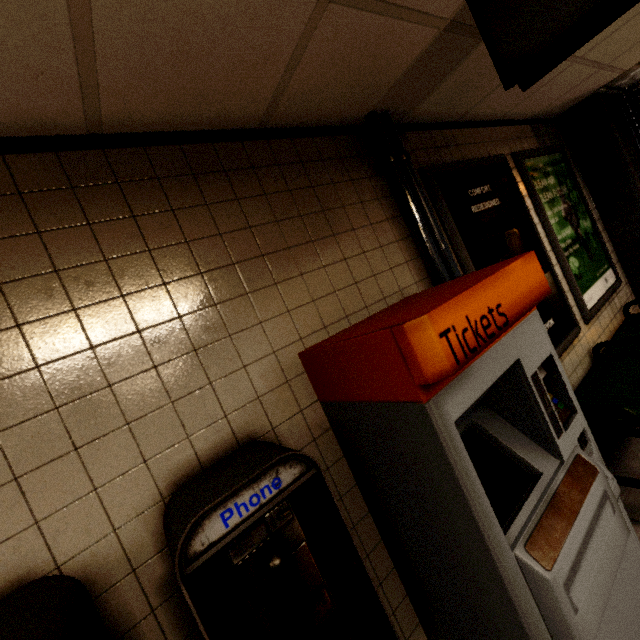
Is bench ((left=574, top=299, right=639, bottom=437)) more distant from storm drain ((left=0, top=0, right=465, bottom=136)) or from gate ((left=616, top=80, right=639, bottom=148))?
storm drain ((left=0, top=0, right=465, bottom=136))

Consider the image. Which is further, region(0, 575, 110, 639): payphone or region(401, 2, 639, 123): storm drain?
region(401, 2, 639, 123): storm drain

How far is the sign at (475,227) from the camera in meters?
2.3 m

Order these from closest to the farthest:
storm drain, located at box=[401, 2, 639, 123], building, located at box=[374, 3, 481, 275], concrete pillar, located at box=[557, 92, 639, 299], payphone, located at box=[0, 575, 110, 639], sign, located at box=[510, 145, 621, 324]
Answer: payphone, located at box=[0, 575, 110, 639] → building, located at box=[374, 3, 481, 275] → storm drain, located at box=[401, 2, 639, 123] → sign, located at box=[510, 145, 621, 324] → concrete pillar, located at box=[557, 92, 639, 299]

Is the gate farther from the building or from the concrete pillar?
the building

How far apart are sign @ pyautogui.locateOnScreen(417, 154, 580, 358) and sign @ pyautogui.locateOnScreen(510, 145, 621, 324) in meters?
0.2

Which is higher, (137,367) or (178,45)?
(178,45)

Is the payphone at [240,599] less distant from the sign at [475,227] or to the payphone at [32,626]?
the payphone at [32,626]
